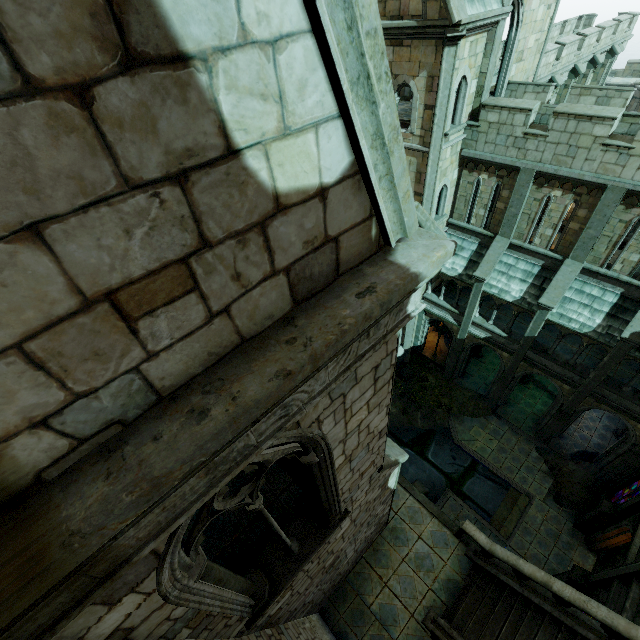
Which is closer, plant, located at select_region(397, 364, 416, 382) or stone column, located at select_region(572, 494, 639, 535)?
stone column, located at select_region(572, 494, 639, 535)

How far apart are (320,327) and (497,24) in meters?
16.7

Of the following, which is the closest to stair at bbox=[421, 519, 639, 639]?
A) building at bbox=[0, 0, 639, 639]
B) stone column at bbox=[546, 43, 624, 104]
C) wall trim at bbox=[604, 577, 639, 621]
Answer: wall trim at bbox=[604, 577, 639, 621]

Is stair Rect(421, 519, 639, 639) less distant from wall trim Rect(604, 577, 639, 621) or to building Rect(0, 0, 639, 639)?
wall trim Rect(604, 577, 639, 621)

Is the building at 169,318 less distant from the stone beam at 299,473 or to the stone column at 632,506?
the stone beam at 299,473

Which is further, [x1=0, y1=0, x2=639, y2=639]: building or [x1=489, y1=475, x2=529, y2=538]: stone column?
[x1=489, y1=475, x2=529, y2=538]: stone column

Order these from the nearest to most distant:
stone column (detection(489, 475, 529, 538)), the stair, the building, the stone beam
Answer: the building → the stone beam → the stair → stone column (detection(489, 475, 529, 538))

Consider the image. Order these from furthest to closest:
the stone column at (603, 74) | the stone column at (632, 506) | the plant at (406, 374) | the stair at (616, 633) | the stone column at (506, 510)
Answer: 1. the plant at (406, 374)
2. the stone column at (603, 74)
3. the stone column at (506, 510)
4. the stone column at (632, 506)
5. the stair at (616, 633)
